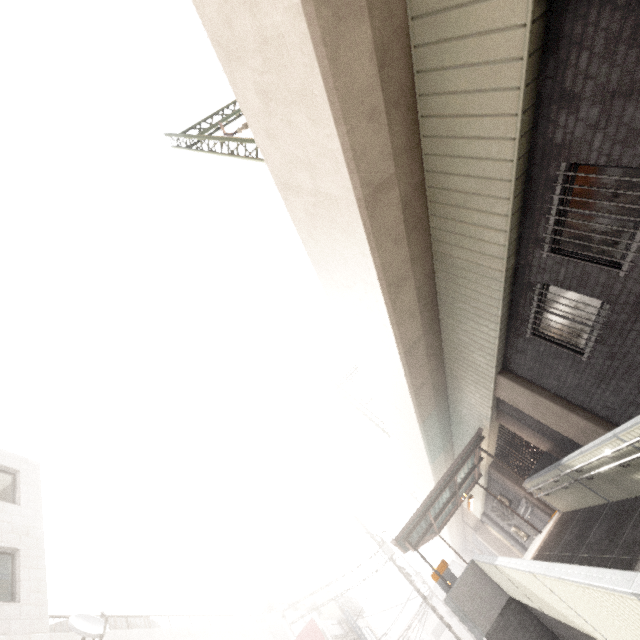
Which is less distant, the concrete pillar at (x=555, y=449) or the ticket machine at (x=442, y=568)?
the concrete pillar at (x=555, y=449)

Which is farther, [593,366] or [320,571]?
[320,571]

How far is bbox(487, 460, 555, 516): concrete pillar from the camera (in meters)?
14.72

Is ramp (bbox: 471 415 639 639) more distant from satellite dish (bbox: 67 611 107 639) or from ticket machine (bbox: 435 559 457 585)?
satellite dish (bbox: 67 611 107 639)

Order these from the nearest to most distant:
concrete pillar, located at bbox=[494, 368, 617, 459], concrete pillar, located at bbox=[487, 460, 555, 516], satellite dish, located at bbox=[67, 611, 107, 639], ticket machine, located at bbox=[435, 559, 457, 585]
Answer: satellite dish, located at bbox=[67, 611, 107, 639] < concrete pillar, located at bbox=[494, 368, 617, 459] < ticket machine, located at bbox=[435, 559, 457, 585] < concrete pillar, located at bbox=[487, 460, 555, 516]

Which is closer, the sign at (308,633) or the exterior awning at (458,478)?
Result: the exterior awning at (458,478)

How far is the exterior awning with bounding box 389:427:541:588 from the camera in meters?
11.5 m

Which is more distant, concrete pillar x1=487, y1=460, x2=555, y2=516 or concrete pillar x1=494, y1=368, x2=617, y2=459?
concrete pillar x1=487, y1=460, x2=555, y2=516
